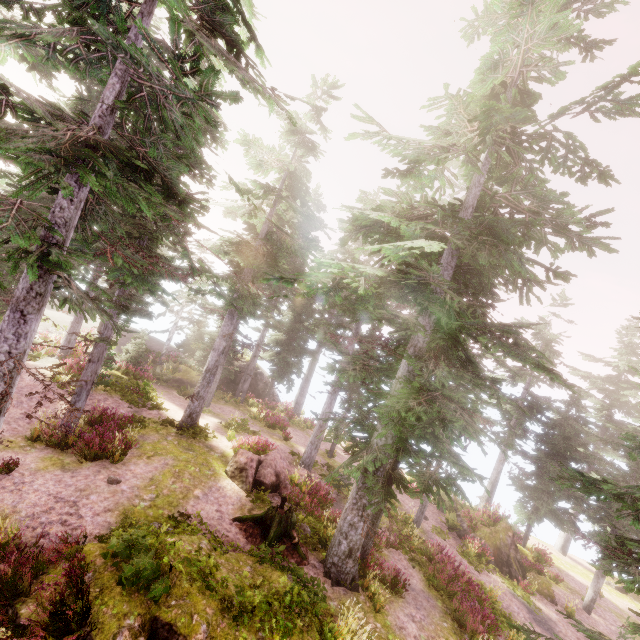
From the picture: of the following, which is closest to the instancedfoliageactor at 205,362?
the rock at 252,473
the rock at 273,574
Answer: the rock at 273,574

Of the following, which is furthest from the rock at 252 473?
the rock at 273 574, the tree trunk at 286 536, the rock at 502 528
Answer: the rock at 502 528

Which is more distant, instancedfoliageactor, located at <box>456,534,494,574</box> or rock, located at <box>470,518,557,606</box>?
rock, located at <box>470,518,557,606</box>

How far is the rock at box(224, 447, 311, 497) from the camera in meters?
14.3

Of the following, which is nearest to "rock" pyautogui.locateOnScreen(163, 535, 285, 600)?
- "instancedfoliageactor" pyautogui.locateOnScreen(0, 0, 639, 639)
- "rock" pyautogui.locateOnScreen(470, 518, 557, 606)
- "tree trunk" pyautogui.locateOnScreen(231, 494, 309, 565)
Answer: "instancedfoliageactor" pyautogui.locateOnScreen(0, 0, 639, 639)

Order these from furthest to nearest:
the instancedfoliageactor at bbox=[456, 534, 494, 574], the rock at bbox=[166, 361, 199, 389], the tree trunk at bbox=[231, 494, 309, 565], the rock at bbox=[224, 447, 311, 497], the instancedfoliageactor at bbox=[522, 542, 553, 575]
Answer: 1. the rock at bbox=[166, 361, 199, 389]
2. the instancedfoliageactor at bbox=[522, 542, 553, 575]
3. the instancedfoliageactor at bbox=[456, 534, 494, 574]
4. the rock at bbox=[224, 447, 311, 497]
5. the tree trunk at bbox=[231, 494, 309, 565]

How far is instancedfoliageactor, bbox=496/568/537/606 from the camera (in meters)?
16.66

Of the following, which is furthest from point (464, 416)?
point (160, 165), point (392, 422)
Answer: point (160, 165)
